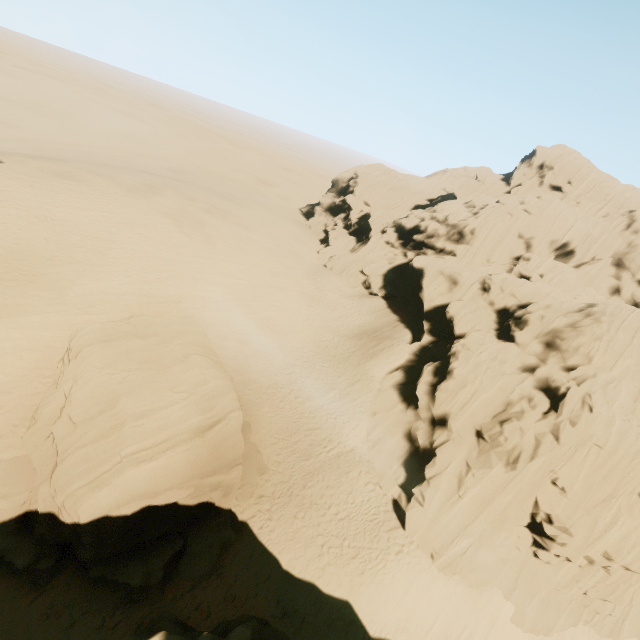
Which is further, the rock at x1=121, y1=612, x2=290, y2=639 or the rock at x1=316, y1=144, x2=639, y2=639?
the rock at x1=316, y1=144, x2=639, y2=639

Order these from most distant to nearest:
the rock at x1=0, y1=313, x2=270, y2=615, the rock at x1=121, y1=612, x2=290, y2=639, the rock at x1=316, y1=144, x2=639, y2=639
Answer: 1. the rock at x1=316, y1=144, x2=639, y2=639
2. the rock at x1=0, y1=313, x2=270, y2=615
3. the rock at x1=121, y1=612, x2=290, y2=639

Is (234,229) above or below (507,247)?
below

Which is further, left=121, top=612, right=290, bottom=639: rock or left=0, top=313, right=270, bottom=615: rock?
left=0, top=313, right=270, bottom=615: rock

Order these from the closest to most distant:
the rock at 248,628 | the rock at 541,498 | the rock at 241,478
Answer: the rock at 248,628 → the rock at 241,478 → the rock at 541,498

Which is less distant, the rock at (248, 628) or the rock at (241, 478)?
the rock at (248, 628)

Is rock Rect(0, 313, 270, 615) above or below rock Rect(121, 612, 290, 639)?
below
